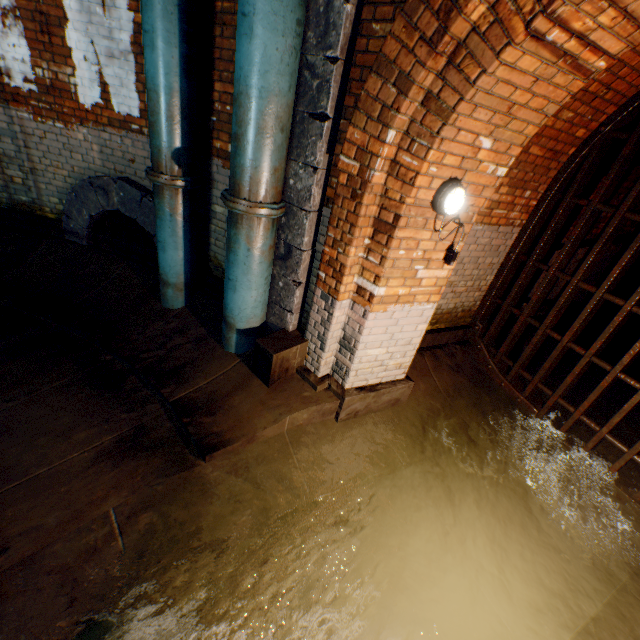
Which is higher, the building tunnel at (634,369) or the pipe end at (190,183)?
the pipe end at (190,183)

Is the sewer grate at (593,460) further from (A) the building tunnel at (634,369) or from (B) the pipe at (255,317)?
(B) the pipe at (255,317)

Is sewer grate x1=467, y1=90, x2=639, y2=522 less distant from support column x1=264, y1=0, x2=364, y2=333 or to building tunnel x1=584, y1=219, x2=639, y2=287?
building tunnel x1=584, y1=219, x2=639, y2=287

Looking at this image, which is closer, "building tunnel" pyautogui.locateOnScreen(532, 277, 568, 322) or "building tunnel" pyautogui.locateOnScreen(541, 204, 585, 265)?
"building tunnel" pyautogui.locateOnScreen(541, 204, 585, 265)

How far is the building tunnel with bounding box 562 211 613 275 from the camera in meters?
5.2

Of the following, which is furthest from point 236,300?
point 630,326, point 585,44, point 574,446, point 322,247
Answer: point 630,326

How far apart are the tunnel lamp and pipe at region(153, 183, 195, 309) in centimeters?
275cm

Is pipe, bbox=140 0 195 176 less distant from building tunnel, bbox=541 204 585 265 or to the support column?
the support column
